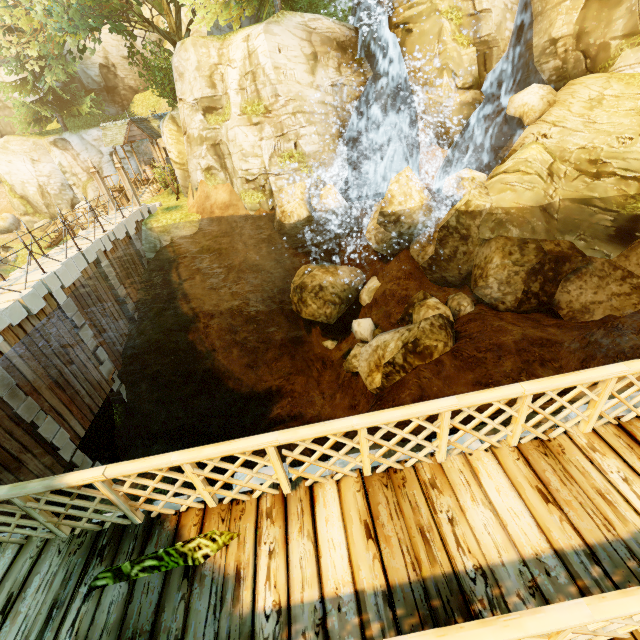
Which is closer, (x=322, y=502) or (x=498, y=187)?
(x=322, y=502)

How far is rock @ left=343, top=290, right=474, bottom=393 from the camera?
10.20m

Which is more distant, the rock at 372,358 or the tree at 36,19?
the tree at 36,19

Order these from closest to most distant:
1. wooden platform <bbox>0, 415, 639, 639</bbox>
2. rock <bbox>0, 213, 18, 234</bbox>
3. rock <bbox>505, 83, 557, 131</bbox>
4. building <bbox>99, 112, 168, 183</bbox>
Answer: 1. wooden platform <bbox>0, 415, 639, 639</bbox>
2. rock <bbox>505, 83, 557, 131</bbox>
3. building <bbox>99, 112, 168, 183</bbox>
4. rock <bbox>0, 213, 18, 234</bbox>

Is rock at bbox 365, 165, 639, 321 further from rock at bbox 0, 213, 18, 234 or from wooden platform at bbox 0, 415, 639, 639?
rock at bbox 0, 213, 18, 234

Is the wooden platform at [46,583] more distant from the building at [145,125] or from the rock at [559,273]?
the building at [145,125]

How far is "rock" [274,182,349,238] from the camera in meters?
14.8 m
